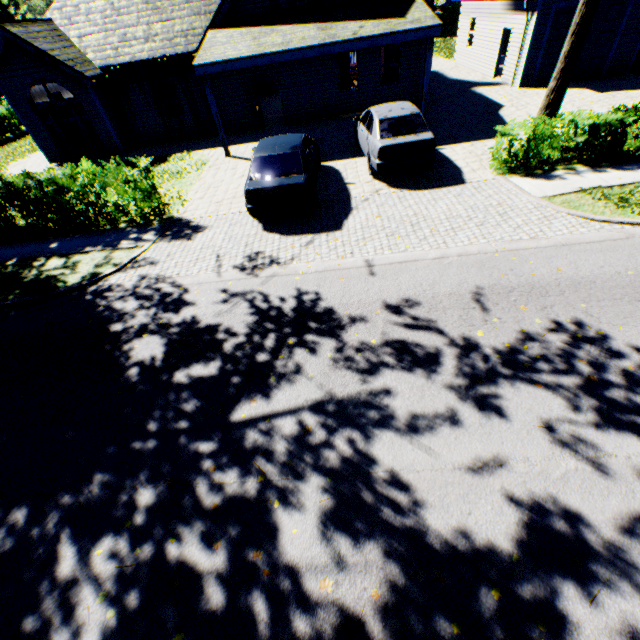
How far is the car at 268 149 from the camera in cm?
817

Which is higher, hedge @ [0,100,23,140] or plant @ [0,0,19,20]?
plant @ [0,0,19,20]

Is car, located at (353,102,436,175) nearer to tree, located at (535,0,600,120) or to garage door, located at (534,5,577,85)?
tree, located at (535,0,600,120)

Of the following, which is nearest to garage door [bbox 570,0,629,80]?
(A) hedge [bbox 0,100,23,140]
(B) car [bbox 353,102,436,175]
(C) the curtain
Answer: (B) car [bbox 353,102,436,175]

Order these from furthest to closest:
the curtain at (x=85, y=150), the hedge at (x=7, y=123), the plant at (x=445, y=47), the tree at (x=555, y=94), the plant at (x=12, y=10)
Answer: the plant at (x=12, y=10)
the plant at (x=445, y=47)
the hedge at (x=7, y=123)
the curtain at (x=85, y=150)
the tree at (x=555, y=94)

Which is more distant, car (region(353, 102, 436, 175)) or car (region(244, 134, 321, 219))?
car (region(353, 102, 436, 175))

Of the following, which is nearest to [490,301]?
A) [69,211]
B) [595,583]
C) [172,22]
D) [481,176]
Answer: [595,583]

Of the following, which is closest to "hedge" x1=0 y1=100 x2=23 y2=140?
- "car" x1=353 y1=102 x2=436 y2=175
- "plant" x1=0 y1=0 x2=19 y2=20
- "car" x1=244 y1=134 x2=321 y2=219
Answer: "plant" x1=0 y1=0 x2=19 y2=20
